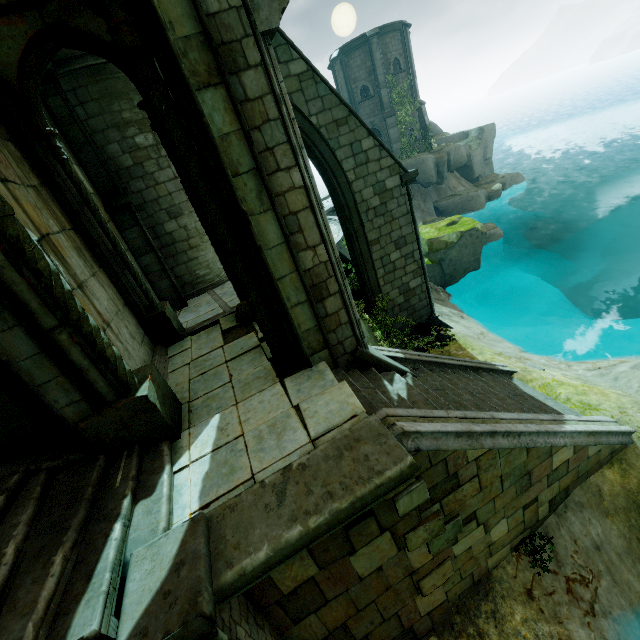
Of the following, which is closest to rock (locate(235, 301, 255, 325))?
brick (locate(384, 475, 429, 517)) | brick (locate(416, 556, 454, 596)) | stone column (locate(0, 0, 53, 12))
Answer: stone column (locate(0, 0, 53, 12))

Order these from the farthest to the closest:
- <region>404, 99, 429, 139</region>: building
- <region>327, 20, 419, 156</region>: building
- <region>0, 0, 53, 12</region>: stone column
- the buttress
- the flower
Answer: <region>404, 99, 429, 139</region>: building, <region>327, 20, 419, 156</region>: building, the flower, the buttress, <region>0, 0, 53, 12</region>: stone column

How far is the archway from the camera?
6.0 meters

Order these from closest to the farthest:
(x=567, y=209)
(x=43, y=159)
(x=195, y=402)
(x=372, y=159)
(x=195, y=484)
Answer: (x=195, y=484)
(x=195, y=402)
(x=43, y=159)
(x=372, y=159)
(x=567, y=209)

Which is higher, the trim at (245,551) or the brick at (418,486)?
the trim at (245,551)

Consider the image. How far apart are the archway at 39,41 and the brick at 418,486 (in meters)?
8.38

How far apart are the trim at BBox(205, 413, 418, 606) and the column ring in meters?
5.0 m

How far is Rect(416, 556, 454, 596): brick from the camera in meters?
4.9 m
